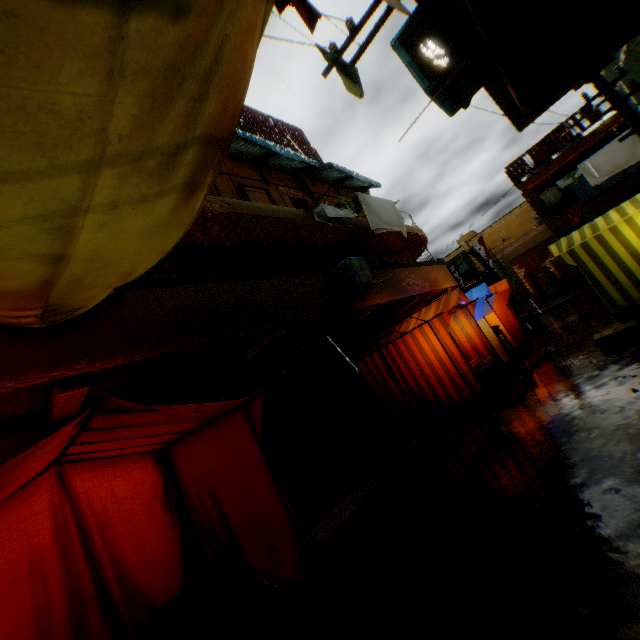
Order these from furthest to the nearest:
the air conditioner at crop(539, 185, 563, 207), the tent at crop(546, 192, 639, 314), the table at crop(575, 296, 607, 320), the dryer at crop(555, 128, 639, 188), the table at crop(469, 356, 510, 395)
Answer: the air conditioner at crop(539, 185, 563, 207) < the dryer at crop(555, 128, 639, 188) < the table at crop(575, 296, 607, 320) < the tent at crop(546, 192, 639, 314) < the table at crop(469, 356, 510, 395)

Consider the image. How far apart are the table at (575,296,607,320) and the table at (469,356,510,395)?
5.1m

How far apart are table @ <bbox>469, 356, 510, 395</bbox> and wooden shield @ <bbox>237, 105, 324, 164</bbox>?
10.4 meters

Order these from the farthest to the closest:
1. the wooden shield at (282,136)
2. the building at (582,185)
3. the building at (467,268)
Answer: the building at (467,268)
the building at (582,185)
the wooden shield at (282,136)

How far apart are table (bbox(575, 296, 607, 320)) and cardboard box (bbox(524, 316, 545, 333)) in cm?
168

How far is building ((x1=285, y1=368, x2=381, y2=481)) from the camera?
7.7 meters

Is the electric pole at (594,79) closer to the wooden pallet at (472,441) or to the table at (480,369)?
the wooden pallet at (472,441)

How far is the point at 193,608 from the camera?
4.40m
